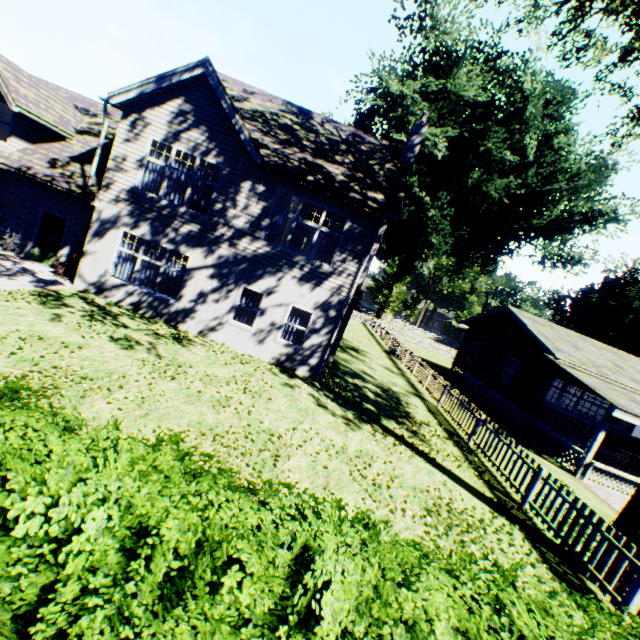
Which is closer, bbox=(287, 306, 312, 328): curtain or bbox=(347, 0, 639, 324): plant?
bbox=(287, 306, 312, 328): curtain

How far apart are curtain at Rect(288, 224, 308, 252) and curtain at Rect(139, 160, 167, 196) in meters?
9.5

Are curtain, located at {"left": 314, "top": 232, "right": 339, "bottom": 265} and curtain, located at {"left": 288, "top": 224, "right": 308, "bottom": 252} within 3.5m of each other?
no

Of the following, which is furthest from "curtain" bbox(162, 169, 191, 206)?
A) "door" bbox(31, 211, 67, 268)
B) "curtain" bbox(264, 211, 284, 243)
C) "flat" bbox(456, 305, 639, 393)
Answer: "flat" bbox(456, 305, 639, 393)

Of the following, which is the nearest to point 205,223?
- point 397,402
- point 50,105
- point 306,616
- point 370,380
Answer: point 50,105

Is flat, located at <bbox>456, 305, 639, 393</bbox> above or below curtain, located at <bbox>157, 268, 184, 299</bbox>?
above

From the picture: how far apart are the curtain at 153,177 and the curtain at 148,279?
2.20m
